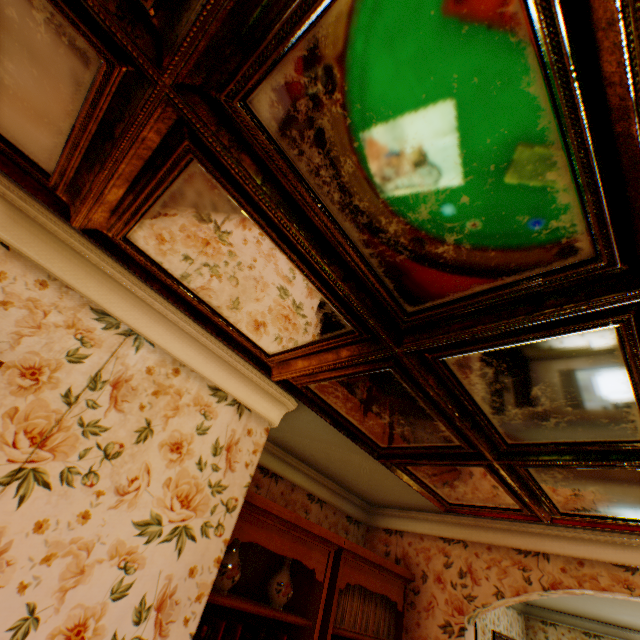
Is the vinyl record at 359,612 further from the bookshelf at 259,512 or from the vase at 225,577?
the vase at 225,577

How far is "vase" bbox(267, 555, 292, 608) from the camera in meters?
2.6 m

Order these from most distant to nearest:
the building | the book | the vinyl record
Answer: the vinyl record → the book → the building

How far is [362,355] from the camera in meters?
1.8 m

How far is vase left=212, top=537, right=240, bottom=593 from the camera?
2.31m

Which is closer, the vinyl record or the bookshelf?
the bookshelf

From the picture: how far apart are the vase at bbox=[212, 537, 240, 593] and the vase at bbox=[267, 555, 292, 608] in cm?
40

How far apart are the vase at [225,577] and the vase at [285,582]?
0.4m
